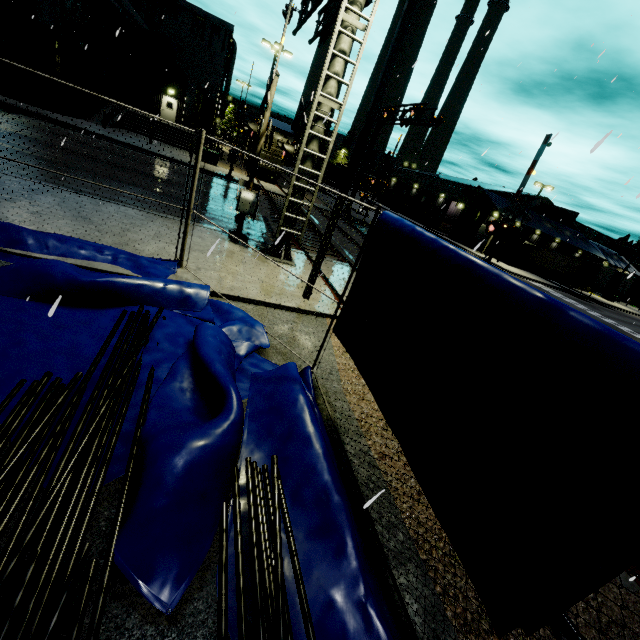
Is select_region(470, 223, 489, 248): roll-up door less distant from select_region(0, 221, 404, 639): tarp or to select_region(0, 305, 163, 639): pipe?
select_region(0, 221, 404, 639): tarp

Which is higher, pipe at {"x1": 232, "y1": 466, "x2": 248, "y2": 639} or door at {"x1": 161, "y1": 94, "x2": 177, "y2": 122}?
door at {"x1": 161, "y1": 94, "x2": 177, "y2": 122}

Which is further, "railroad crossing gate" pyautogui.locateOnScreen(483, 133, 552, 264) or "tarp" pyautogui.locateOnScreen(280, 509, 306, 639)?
"railroad crossing gate" pyautogui.locateOnScreen(483, 133, 552, 264)

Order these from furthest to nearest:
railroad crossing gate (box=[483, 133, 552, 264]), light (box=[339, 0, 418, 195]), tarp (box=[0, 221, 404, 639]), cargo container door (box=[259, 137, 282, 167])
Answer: cargo container door (box=[259, 137, 282, 167]) → railroad crossing gate (box=[483, 133, 552, 264]) → light (box=[339, 0, 418, 195]) → tarp (box=[0, 221, 404, 639])

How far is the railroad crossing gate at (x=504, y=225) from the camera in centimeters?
1350cm

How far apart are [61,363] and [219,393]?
2.2 meters

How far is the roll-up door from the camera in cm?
4944

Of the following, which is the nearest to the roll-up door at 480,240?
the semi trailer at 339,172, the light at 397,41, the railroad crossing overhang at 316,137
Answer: the semi trailer at 339,172
